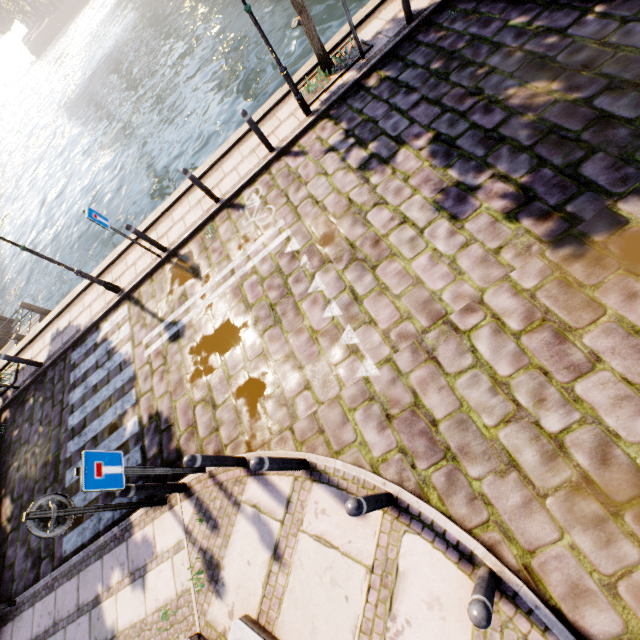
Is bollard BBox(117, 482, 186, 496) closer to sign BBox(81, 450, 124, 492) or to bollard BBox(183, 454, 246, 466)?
sign BBox(81, 450, 124, 492)

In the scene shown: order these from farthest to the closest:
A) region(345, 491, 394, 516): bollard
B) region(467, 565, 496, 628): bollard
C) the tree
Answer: the tree → region(345, 491, 394, 516): bollard → region(467, 565, 496, 628): bollard

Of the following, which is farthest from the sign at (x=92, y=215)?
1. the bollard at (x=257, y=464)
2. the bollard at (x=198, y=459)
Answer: the bollard at (x=257, y=464)

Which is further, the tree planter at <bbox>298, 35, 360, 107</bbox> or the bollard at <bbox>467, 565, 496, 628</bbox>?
the tree planter at <bbox>298, 35, 360, 107</bbox>

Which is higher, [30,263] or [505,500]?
[505,500]

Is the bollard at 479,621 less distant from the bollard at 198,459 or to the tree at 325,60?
the bollard at 198,459

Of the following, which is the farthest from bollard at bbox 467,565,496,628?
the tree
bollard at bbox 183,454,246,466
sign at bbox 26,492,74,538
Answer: the tree

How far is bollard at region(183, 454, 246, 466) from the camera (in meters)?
4.14
